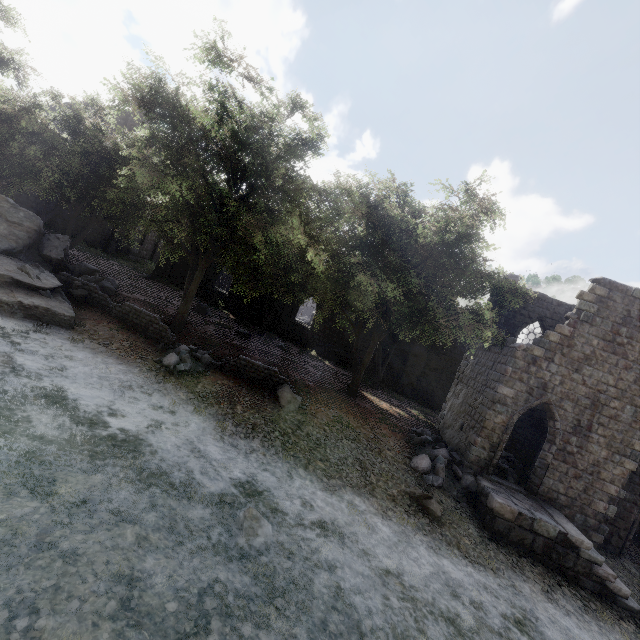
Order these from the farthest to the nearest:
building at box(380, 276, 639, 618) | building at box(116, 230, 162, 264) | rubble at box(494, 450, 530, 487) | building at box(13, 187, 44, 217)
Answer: building at box(116, 230, 162, 264), building at box(13, 187, 44, 217), rubble at box(494, 450, 530, 487), building at box(380, 276, 639, 618)

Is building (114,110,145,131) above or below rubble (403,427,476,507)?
above

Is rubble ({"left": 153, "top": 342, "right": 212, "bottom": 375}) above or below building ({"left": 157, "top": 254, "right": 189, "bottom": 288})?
below

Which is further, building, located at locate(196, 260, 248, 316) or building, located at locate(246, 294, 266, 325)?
building, located at locate(196, 260, 248, 316)

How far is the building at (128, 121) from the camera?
28.9m

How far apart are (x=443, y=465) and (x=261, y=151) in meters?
15.6

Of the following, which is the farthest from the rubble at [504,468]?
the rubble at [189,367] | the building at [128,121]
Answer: the rubble at [189,367]
